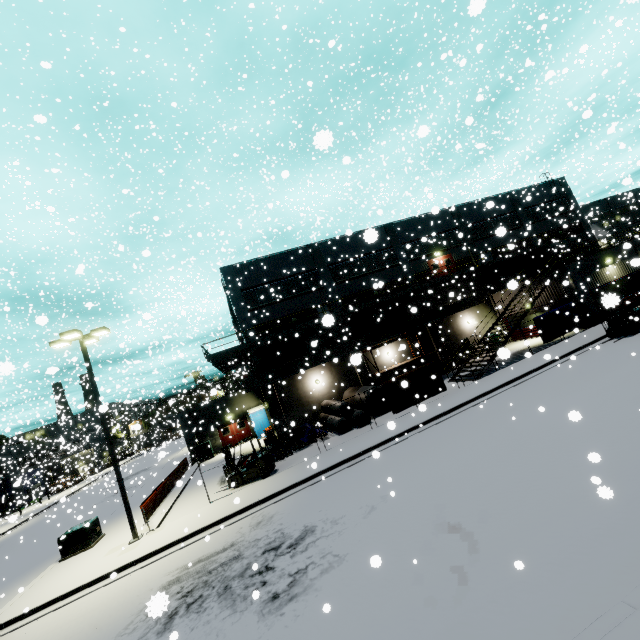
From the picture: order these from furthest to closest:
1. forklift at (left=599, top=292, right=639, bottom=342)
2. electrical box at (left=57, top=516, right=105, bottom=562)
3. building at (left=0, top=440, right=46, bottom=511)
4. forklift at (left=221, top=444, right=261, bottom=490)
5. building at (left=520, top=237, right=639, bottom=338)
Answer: building at (left=0, top=440, right=46, bottom=511), building at (left=520, top=237, right=639, bottom=338), forklift at (left=599, top=292, right=639, bottom=342), forklift at (left=221, top=444, right=261, bottom=490), electrical box at (left=57, top=516, right=105, bottom=562)

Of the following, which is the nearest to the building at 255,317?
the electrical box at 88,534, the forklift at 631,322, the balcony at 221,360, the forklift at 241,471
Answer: the balcony at 221,360

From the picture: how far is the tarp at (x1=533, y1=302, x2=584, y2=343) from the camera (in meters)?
22.67

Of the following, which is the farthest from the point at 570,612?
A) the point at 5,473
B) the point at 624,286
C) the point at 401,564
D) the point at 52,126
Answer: the point at 5,473

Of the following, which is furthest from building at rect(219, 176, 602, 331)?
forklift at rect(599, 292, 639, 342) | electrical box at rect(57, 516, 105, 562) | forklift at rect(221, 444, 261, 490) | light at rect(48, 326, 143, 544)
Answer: forklift at rect(221, 444, 261, 490)

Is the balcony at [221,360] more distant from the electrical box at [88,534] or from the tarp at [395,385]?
the electrical box at [88,534]

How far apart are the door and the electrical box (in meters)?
14.19

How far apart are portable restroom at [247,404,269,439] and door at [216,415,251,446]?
0.8 meters
